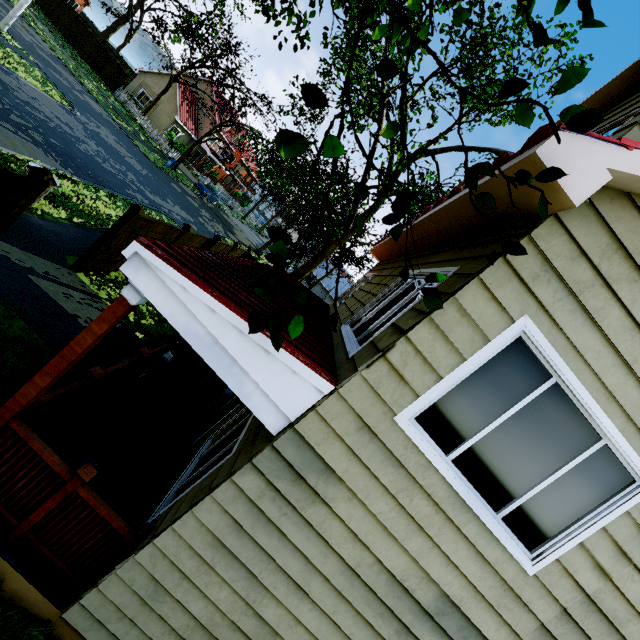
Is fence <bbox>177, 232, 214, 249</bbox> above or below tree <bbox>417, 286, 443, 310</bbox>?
below

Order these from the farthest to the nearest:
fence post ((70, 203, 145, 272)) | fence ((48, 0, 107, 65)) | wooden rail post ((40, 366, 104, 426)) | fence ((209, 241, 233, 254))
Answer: fence ((48, 0, 107, 65)) → fence ((209, 241, 233, 254)) → fence post ((70, 203, 145, 272)) → wooden rail post ((40, 366, 104, 426))

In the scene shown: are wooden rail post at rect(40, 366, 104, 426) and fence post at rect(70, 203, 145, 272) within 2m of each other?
no

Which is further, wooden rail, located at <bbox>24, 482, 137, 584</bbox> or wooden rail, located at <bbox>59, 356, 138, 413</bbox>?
wooden rail, located at <bbox>59, 356, 138, 413</bbox>

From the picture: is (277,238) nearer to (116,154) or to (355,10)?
(355,10)

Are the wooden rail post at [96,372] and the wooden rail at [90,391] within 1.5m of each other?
yes

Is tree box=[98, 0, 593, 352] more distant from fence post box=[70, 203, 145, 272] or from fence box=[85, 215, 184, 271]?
fence post box=[70, 203, 145, 272]

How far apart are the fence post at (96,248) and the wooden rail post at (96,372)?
4.76m
